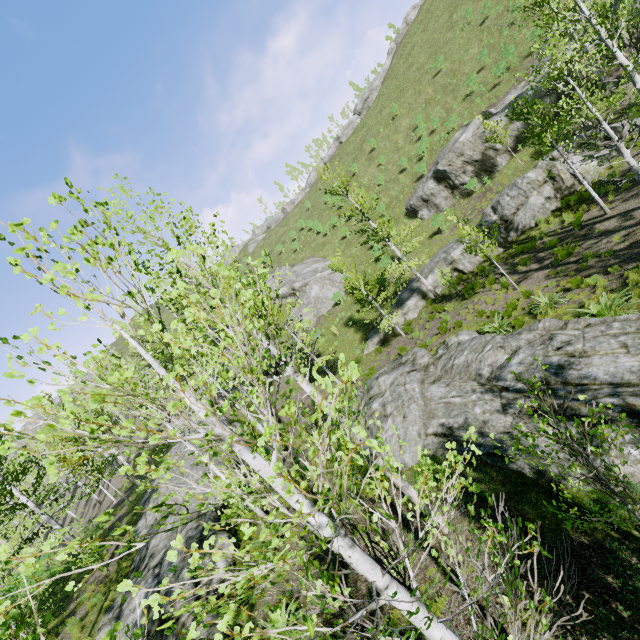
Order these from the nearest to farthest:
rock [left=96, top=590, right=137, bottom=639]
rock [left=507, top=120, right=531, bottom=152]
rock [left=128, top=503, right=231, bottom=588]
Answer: →
rock [left=96, top=590, right=137, bottom=639]
rock [left=128, top=503, right=231, bottom=588]
rock [left=507, top=120, right=531, bottom=152]

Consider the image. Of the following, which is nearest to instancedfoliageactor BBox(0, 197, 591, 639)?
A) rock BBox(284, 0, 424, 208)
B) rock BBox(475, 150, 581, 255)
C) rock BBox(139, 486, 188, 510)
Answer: rock BBox(139, 486, 188, 510)

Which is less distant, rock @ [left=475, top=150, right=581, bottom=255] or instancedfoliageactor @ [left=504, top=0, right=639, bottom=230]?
instancedfoliageactor @ [left=504, top=0, right=639, bottom=230]

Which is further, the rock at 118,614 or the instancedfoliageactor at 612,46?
the rock at 118,614

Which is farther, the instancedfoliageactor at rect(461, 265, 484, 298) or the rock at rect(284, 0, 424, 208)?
the rock at rect(284, 0, 424, 208)

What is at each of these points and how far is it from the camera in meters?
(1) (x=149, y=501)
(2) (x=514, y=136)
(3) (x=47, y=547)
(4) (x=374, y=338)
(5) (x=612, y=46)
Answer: (1) rock, 21.5 m
(2) rock, 24.8 m
(3) instancedfoliageactor, 1.3 m
(4) rock, 24.6 m
(5) instancedfoliageactor, 10.6 m

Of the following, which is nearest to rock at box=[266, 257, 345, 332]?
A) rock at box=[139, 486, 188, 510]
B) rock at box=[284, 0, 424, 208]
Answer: rock at box=[139, 486, 188, 510]

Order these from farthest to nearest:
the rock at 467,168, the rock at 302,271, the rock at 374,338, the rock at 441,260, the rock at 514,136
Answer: the rock at 302,271, the rock at 467,168, the rock at 514,136, the rock at 374,338, the rock at 441,260
